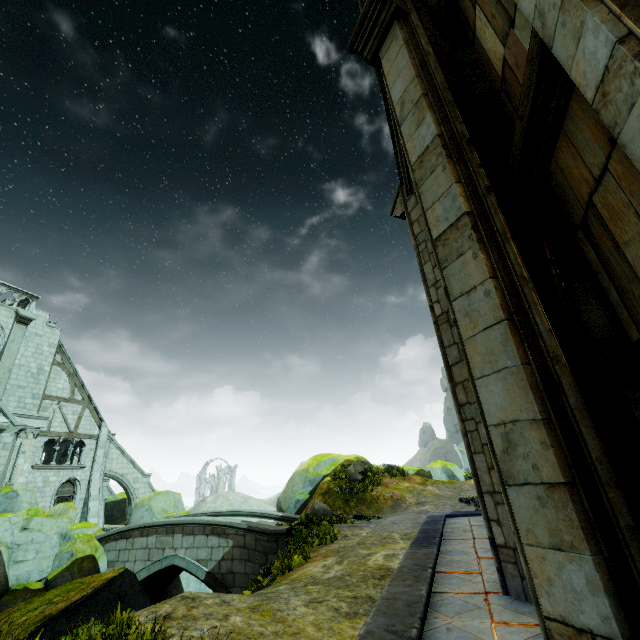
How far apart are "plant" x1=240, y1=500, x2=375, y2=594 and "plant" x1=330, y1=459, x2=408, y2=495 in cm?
656

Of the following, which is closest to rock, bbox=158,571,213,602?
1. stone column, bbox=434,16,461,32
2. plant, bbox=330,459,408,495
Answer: plant, bbox=330,459,408,495

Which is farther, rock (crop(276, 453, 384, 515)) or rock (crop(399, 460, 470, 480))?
rock (crop(399, 460, 470, 480))

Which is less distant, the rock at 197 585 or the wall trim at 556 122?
the wall trim at 556 122

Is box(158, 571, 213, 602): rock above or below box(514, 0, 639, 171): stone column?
below

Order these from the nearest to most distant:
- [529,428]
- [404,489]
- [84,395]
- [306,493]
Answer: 1. [529,428]
2. [404,489]
3. [306,493]
4. [84,395]

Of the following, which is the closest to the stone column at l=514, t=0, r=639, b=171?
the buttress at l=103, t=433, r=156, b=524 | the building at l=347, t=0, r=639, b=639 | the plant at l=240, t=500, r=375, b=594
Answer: the building at l=347, t=0, r=639, b=639

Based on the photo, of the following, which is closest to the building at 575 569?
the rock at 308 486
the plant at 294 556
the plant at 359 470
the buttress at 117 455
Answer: the buttress at 117 455
